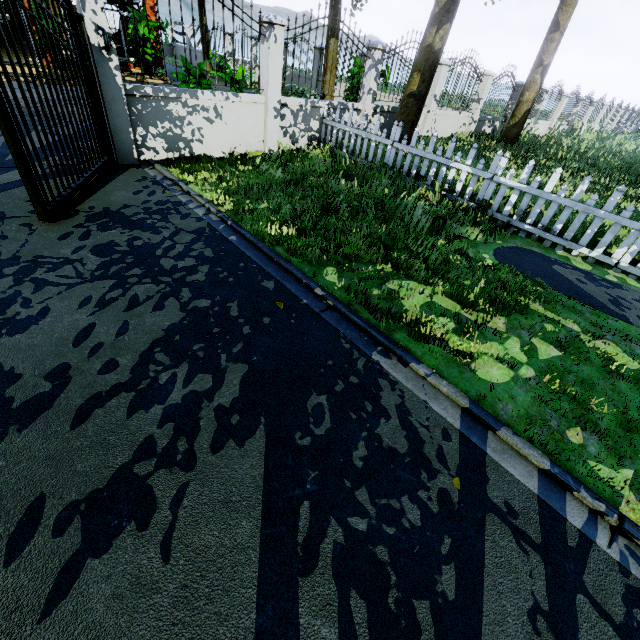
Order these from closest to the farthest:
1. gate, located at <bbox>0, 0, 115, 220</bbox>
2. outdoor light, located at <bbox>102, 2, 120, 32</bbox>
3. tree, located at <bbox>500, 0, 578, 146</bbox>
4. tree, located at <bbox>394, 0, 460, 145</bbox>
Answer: gate, located at <bbox>0, 0, 115, 220</bbox> → outdoor light, located at <bbox>102, 2, 120, 32</bbox> → tree, located at <bbox>394, 0, 460, 145</bbox> → tree, located at <bbox>500, 0, 578, 146</bbox>

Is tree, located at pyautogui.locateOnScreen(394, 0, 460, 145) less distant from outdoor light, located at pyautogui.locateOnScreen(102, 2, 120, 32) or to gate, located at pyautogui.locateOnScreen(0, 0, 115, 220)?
gate, located at pyautogui.locateOnScreen(0, 0, 115, 220)

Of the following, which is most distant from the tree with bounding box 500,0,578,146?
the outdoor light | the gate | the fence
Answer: the outdoor light

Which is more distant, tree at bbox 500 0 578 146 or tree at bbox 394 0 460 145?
tree at bbox 500 0 578 146

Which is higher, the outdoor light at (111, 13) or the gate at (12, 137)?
the outdoor light at (111, 13)

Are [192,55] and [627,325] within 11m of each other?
no

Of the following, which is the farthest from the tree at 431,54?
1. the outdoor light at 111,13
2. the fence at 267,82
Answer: the outdoor light at 111,13

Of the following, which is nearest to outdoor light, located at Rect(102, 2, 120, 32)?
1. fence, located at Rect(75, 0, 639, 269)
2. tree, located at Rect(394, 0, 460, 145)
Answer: fence, located at Rect(75, 0, 639, 269)
